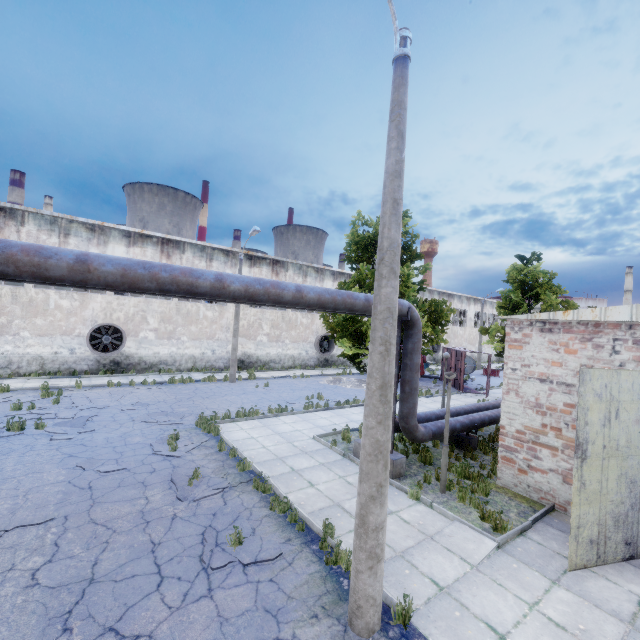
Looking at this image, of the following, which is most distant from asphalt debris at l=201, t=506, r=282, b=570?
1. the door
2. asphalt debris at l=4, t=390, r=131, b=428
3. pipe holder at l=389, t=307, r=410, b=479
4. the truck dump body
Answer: the truck dump body

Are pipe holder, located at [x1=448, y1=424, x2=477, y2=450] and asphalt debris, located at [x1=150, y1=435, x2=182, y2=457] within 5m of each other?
no

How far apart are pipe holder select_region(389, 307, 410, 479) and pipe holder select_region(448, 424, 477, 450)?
3.7 meters

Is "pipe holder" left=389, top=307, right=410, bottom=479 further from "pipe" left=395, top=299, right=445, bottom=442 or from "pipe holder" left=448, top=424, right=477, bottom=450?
"pipe holder" left=448, top=424, right=477, bottom=450

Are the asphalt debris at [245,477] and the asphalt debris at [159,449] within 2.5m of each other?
yes

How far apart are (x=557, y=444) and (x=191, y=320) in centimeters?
2317cm

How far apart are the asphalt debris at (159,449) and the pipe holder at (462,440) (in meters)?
8.86

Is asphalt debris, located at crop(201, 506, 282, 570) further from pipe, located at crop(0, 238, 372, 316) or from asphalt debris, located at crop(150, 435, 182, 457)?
pipe, located at crop(0, 238, 372, 316)
